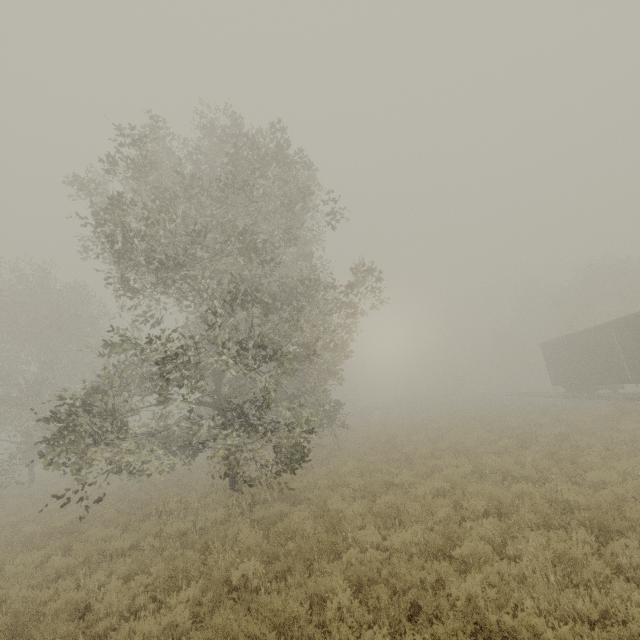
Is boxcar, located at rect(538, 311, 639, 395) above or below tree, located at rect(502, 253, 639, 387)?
below

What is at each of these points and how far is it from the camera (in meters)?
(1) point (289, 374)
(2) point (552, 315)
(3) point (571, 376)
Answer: (1) tree, 8.59
(2) tree, 38.25
(3) boxcar, 24.05

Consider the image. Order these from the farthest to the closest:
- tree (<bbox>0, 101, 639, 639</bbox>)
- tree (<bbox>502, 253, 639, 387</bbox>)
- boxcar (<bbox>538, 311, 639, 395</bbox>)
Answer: tree (<bbox>502, 253, 639, 387</bbox>), boxcar (<bbox>538, 311, 639, 395</bbox>), tree (<bbox>0, 101, 639, 639</bbox>)

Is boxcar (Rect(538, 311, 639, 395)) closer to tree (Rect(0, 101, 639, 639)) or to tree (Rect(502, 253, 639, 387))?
tree (Rect(502, 253, 639, 387))

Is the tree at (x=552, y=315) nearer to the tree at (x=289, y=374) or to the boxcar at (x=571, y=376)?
the tree at (x=289, y=374)

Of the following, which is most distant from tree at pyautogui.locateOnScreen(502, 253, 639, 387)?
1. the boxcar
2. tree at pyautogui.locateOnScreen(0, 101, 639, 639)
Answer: the boxcar

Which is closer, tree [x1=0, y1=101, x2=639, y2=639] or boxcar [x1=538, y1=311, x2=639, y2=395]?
tree [x1=0, y1=101, x2=639, y2=639]
